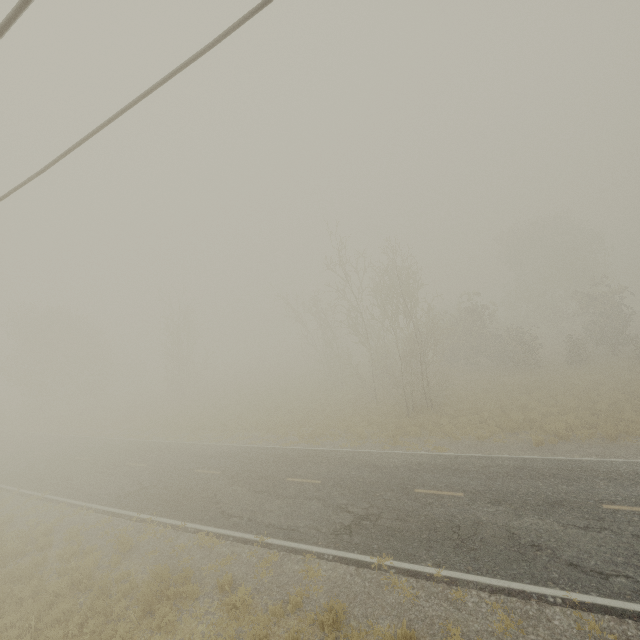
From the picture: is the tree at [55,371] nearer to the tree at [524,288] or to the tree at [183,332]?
the tree at [183,332]

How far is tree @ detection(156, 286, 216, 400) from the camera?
37.4m

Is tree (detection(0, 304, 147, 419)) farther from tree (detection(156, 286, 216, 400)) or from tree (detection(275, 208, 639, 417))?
tree (detection(275, 208, 639, 417))

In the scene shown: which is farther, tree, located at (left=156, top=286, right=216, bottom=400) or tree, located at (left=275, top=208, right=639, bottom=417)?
tree, located at (left=156, top=286, right=216, bottom=400)

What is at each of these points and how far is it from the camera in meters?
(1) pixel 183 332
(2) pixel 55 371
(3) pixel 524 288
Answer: (1) tree, 40.8
(2) tree, 39.3
(3) tree, 50.7

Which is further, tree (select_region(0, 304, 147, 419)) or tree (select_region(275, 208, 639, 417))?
tree (select_region(0, 304, 147, 419))

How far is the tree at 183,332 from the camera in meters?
37.4
